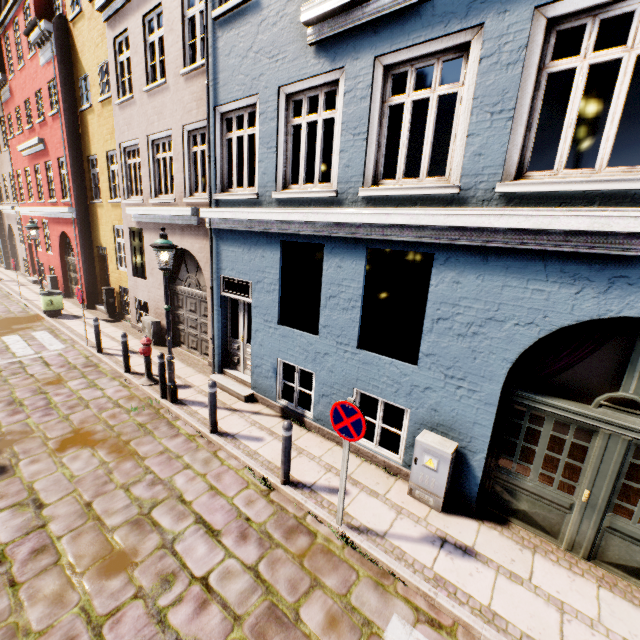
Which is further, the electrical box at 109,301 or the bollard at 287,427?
the electrical box at 109,301

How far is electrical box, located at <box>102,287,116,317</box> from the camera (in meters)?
13.32

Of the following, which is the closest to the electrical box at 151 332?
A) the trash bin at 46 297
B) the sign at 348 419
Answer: the trash bin at 46 297

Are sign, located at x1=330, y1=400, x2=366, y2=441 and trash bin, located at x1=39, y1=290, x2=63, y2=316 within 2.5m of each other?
no

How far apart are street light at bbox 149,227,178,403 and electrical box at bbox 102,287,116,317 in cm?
832

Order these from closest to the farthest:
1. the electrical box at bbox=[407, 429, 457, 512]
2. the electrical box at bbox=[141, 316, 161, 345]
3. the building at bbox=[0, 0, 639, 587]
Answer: the building at bbox=[0, 0, 639, 587], the electrical box at bbox=[407, 429, 457, 512], the electrical box at bbox=[141, 316, 161, 345]

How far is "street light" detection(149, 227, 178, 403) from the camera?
6.4 meters

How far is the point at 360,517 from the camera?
4.7m
